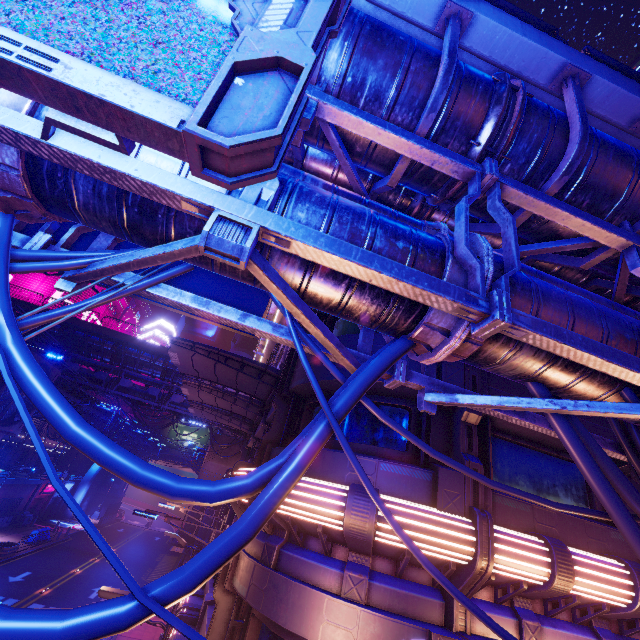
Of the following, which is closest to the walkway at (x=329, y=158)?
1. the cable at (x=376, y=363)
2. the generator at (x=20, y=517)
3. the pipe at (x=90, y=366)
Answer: the cable at (x=376, y=363)

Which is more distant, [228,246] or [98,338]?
[98,338]

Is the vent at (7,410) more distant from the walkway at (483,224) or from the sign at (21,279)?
the sign at (21,279)

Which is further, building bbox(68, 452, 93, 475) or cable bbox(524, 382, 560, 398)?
building bbox(68, 452, 93, 475)

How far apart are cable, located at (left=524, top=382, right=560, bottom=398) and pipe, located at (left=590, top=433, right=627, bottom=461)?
0.0m

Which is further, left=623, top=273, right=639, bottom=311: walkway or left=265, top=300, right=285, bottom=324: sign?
left=265, top=300, right=285, bottom=324: sign

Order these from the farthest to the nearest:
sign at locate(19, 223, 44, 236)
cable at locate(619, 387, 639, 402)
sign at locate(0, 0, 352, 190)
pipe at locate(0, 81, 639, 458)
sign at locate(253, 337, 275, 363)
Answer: sign at locate(253, 337, 275, 363) → sign at locate(19, 223, 44, 236) → cable at locate(619, 387, 639, 402) → pipe at locate(0, 81, 639, 458) → sign at locate(0, 0, 352, 190)

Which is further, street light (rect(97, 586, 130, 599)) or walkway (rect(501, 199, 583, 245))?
street light (rect(97, 586, 130, 599))
